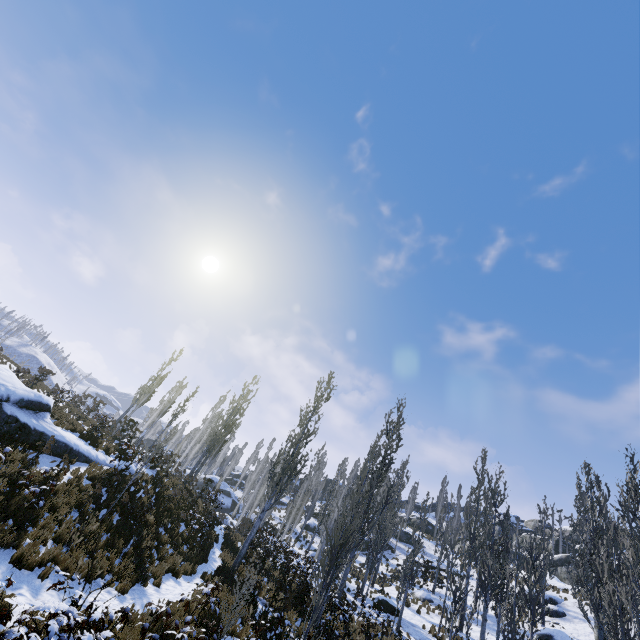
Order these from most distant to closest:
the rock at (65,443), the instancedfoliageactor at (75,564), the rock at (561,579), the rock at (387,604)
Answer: the rock at (561,579), the rock at (387,604), the rock at (65,443), the instancedfoliageactor at (75,564)

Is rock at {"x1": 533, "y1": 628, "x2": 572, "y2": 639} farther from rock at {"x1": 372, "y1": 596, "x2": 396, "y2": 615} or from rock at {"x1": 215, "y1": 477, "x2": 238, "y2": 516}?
rock at {"x1": 215, "y1": 477, "x2": 238, "y2": 516}

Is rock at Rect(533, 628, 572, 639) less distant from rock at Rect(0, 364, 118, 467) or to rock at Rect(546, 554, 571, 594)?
rock at Rect(0, 364, 118, 467)

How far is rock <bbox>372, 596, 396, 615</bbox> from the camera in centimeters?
2141cm

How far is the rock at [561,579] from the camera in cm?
3347

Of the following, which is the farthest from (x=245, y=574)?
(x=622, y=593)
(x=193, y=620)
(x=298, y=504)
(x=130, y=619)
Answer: (x=298, y=504)

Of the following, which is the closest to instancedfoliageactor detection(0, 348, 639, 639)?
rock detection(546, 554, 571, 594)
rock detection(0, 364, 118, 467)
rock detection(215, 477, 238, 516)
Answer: rock detection(215, 477, 238, 516)

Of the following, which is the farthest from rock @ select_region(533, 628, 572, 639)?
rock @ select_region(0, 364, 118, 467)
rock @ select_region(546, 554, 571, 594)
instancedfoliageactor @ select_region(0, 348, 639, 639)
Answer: rock @ select_region(546, 554, 571, 594)
